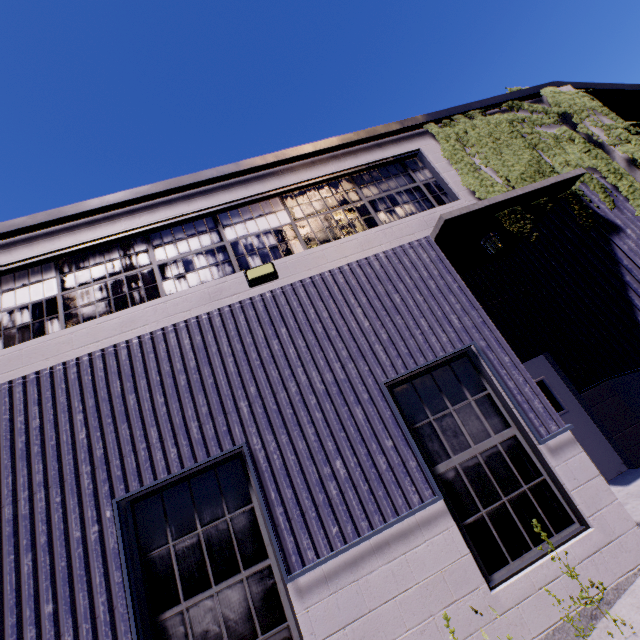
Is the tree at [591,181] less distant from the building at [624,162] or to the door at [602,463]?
the building at [624,162]

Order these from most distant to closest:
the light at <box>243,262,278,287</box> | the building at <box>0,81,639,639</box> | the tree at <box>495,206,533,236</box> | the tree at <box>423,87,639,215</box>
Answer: the tree at <box>423,87,639,215</box> < the tree at <box>495,206,533,236</box> < the light at <box>243,262,278,287</box> < the building at <box>0,81,639,639</box>

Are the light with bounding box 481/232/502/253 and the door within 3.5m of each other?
yes

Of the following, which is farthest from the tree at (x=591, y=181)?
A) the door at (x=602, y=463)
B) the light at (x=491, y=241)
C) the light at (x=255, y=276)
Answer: the light at (x=255, y=276)

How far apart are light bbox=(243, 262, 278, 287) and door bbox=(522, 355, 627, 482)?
4.28m

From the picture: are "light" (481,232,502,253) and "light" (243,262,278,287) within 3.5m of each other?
no

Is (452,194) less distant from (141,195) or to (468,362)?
(468,362)

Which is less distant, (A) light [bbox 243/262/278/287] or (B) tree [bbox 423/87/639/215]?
(A) light [bbox 243/262/278/287]
